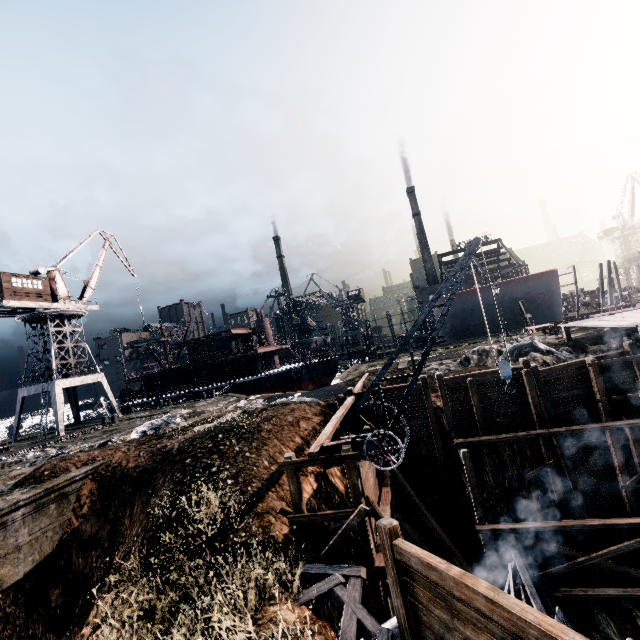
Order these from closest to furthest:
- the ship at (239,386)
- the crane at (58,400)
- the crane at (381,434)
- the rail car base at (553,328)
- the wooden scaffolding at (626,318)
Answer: the crane at (381,434) → the wooden scaffolding at (626,318) → the rail car base at (553,328) → the crane at (58,400) → the ship at (239,386)

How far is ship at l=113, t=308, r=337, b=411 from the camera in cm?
4300

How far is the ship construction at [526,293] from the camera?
40.9 meters

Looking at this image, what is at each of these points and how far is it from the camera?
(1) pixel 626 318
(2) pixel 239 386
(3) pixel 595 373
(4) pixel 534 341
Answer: (1) wooden scaffolding, 19.20m
(2) ship, 42.78m
(3) wooden scaffolding, 16.62m
(4) stone debris, 21.09m

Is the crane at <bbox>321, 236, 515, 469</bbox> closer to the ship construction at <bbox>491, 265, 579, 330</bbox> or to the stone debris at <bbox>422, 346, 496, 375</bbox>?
the stone debris at <bbox>422, 346, 496, 375</bbox>

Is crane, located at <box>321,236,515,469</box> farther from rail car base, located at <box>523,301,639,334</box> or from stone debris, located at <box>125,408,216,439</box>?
rail car base, located at <box>523,301,639,334</box>

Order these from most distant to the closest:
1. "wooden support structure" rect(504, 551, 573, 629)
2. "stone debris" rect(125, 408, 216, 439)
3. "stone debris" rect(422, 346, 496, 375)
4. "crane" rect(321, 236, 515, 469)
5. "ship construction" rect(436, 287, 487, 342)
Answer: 1. "ship construction" rect(436, 287, 487, 342)
2. "stone debris" rect(422, 346, 496, 375)
3. "stone debris" rect(125, 408, 216, 439)
4. "wooden support structure" rect(504, 551, 573, 629)
5. "crane" rect(321, 236, 515, 469)

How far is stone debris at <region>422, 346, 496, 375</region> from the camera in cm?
2406
